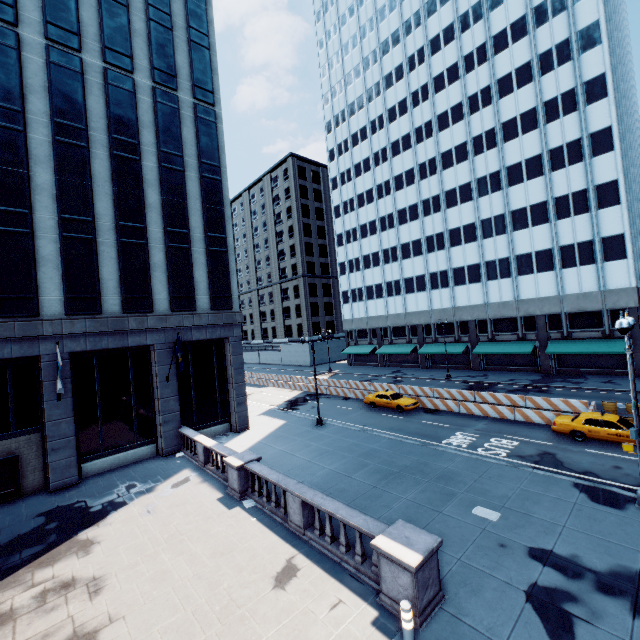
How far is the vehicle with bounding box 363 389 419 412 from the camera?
27.62m

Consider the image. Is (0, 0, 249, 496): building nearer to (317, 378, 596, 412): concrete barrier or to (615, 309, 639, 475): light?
(317, 378, 596, 412): concrete barrier

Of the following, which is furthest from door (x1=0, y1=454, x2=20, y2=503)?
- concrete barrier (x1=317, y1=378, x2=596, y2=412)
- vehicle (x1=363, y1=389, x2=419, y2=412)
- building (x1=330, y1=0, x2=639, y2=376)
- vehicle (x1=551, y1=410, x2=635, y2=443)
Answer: building (x1=330, y1=0, x2=639, y2=376)

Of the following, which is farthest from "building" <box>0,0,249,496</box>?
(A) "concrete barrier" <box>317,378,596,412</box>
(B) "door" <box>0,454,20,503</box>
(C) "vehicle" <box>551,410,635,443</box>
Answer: (C) "vehicle" <box>551,410,635,443</box>

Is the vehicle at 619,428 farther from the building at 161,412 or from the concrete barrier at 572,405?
the building at 161,412

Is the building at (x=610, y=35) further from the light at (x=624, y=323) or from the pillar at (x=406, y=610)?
the pillar at (x=406, y=610)

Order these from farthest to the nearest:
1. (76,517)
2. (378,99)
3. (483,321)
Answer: (378,99)
(483,321)
(76,517)

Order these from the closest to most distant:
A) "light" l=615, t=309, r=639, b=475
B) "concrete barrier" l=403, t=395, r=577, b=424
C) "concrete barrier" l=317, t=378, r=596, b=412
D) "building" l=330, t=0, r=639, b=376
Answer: "light" l=615, t=309, r=639, b=475, "concrete barrier" l=403, t=395, r=577, b=424, "concrete barrier" l=317, t=378, r=596, b=412, "building" l=330, t=0, r=639, b=376
